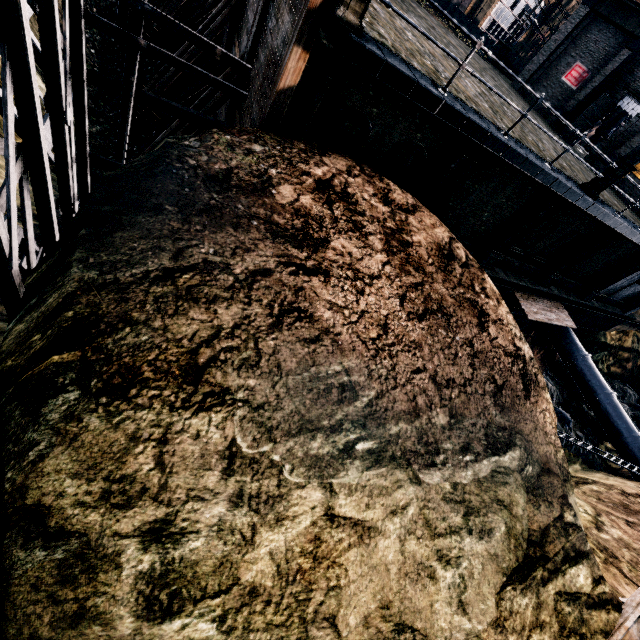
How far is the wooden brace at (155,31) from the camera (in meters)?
17.45

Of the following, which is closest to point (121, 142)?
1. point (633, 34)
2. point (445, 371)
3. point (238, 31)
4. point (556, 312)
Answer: point (238, 31)

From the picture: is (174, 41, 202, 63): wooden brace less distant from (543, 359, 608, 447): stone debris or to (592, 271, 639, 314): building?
(543, 359, 608, 447): stone debris

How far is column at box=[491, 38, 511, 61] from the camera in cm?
2984

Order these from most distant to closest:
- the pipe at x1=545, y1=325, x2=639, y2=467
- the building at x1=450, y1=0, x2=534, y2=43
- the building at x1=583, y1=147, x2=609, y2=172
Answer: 1. the building at x1=450, y1=0, x2=534, y2=43
2. the building at x1=583, y1=147, x2=609, y2=172
3. the pipe at x1=545, y1=325, x2=639, y2=467

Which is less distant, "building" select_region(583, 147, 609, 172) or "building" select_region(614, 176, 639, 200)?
"building" select_region(614, 176, 639, 200)

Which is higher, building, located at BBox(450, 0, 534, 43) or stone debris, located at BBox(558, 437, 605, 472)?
building, located at BBox(450, 0, 534, 43)

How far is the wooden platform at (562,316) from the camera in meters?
18.1
